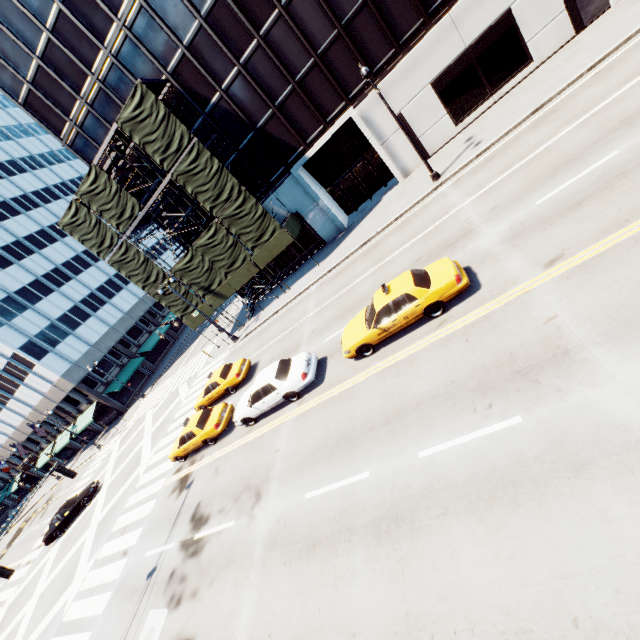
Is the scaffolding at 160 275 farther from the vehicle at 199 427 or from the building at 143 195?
the vehicle at 199 427

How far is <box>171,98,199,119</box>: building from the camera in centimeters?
2256cm

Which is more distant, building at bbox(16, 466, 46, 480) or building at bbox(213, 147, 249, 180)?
building at bbox(16, 466, 46, 480)

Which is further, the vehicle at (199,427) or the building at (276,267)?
the building at (276,267)

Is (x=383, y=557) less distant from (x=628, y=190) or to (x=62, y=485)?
(x=628, y=190)

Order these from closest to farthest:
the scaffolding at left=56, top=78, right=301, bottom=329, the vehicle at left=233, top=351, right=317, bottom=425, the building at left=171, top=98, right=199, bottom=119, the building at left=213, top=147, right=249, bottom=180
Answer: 1. the vehicle at left=233, top=351, right=317, bottom=425
2. the scaffolding at left=56, top=78, right=301, bottom=329
3. the building at left=171, top=98, right=199, bottom=119
4. the building at left=213, top=147, right=249, bottom=180

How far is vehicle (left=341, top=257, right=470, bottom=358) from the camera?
10.5 meters

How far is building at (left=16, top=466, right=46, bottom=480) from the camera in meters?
56.7 m
